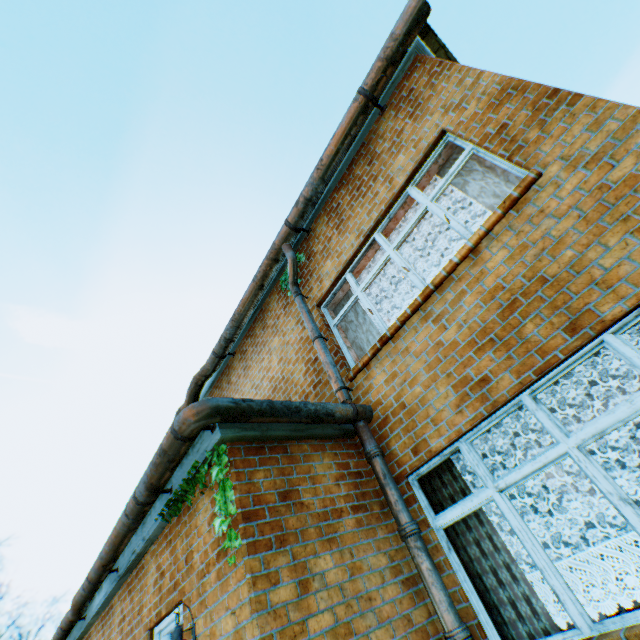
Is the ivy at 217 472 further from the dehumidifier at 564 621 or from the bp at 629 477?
the bp at 629 477

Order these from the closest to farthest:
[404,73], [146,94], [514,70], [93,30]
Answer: [404,73]
[93,30]
[514,70]
[146,94]

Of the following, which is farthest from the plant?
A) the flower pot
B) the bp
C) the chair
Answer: the bp

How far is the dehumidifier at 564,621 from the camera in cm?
314

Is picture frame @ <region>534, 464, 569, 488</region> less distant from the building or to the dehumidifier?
the building

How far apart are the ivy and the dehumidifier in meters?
3.0 m

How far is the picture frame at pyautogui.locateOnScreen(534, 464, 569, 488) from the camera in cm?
909

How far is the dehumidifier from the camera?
3.14m
